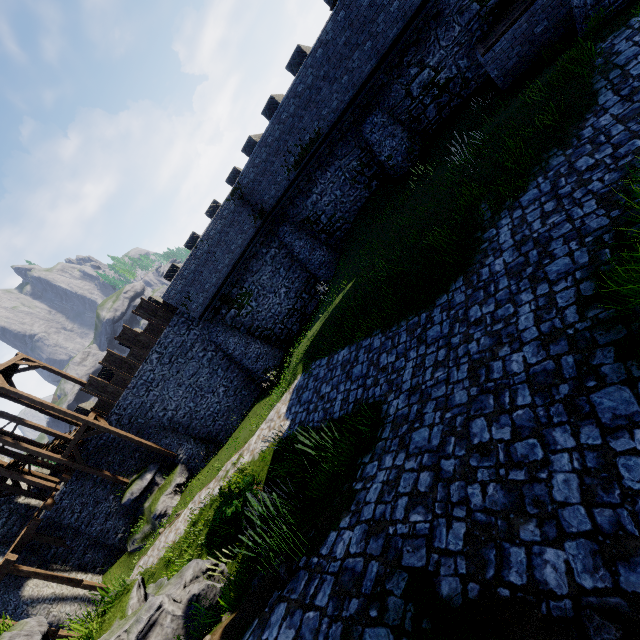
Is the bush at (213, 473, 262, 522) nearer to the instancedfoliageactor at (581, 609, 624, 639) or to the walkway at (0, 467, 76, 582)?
the instancedfoliageactor at (581, 609, 624, 639)

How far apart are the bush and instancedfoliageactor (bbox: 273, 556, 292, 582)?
4.51m

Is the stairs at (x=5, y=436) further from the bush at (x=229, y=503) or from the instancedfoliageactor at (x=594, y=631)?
the instancedfoliageactor at (x=594, y=631)

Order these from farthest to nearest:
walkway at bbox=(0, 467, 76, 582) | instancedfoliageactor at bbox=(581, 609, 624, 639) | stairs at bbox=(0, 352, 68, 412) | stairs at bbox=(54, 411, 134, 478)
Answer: stairs at bbox=(54, 411, 134, 478)
stairs at bbox=(0, 352, 68, 412)
walkway at bbox=(0, 467, 76, 582)
instancedfoliageactor at bbox=(581, 609, 624, 639)

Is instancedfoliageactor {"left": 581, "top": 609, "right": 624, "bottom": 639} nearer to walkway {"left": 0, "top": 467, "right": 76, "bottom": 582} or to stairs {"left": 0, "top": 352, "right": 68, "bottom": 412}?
stairs {"left": 0, "top": 352, "right": 68, "bottom": 412}

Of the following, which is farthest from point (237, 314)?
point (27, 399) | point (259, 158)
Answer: point (27, 399)

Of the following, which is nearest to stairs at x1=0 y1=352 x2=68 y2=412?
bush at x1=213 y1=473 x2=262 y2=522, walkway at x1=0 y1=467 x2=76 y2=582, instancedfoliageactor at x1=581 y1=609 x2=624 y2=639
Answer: walkway at x1=0 y1=467 x2=76 y2=582

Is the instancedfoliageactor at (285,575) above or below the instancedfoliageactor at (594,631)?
above
